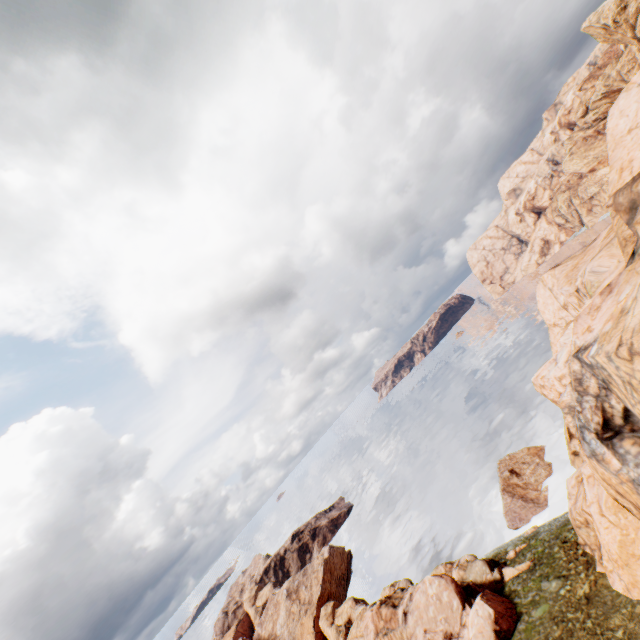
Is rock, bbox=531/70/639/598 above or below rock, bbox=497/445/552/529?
above

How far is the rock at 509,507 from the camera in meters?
42.5

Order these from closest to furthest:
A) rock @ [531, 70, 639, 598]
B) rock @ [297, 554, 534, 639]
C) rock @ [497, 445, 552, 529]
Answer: rock @ [531, 70, 639, 598] < rock @ [297, 554, 534, 639] < rock @ [497, 445, 552, 529]

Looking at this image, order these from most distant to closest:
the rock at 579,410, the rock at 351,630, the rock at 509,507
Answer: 1. the rock at 509,507
2. the rock at 351,630
3. the rock at 579,410

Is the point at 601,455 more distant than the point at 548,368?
No

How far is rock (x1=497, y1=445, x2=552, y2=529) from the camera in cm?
4247

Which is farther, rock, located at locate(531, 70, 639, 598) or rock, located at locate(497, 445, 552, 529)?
rock, located at locate(497, 445, 552, 529)
